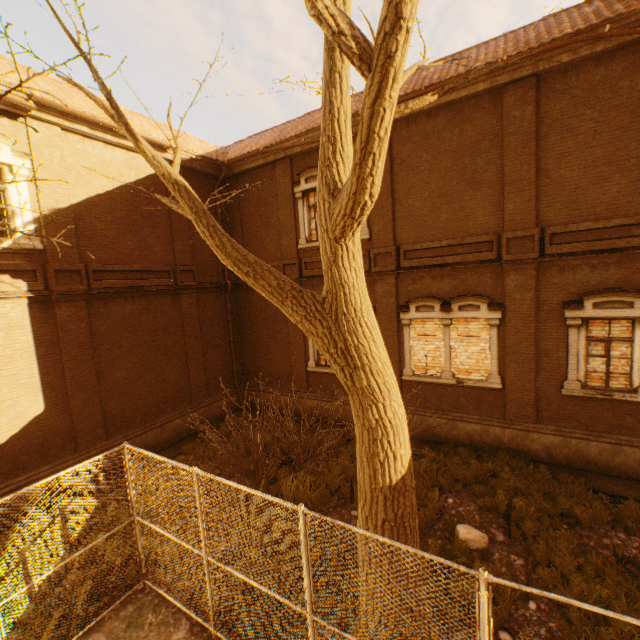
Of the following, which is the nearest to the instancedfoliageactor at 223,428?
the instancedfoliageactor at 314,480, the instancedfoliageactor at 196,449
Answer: the instancedfoliageactor at 196,449

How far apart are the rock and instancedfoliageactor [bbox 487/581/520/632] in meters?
0.0 m

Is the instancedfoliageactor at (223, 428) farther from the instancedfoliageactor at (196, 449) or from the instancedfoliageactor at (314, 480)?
the instancedfoliageactor at (314, 480)

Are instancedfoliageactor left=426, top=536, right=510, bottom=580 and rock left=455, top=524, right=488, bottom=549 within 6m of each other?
yes

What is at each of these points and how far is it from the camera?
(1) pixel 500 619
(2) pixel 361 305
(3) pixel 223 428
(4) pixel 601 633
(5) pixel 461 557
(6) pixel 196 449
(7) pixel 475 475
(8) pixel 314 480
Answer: (1) instancedfoliageactor, 5.2m
(2) tree, 4.2m
(3) instancedfoliageactor, 12.8m
(4) instancedfoliageactor, 4.7m
(5) instancedfoliageactor, 6.2m
(6) instancedfoliageactor, 11.1m
(7) instancedfoliageactor, 8.5m
(8) instancedfoliageactor, 9.0m

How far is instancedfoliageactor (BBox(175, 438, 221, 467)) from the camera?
10.17m

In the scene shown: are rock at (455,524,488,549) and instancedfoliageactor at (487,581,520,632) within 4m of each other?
yes

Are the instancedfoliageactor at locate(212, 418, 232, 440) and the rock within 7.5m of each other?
no
